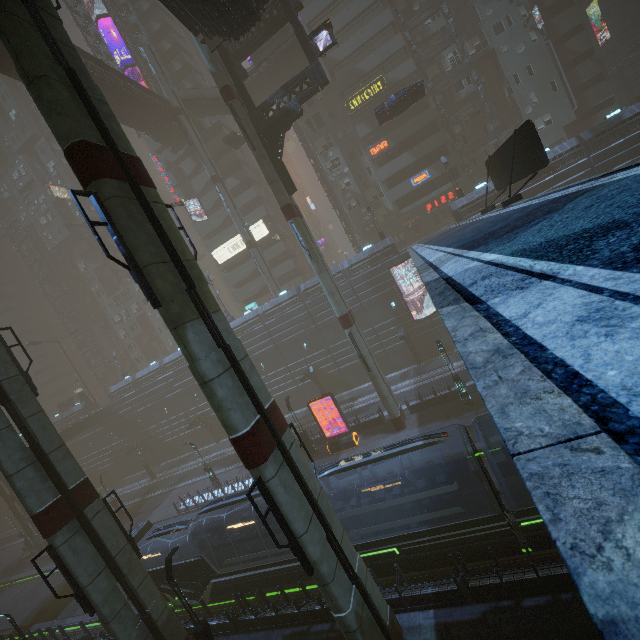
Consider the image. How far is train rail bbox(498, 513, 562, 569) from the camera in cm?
1284

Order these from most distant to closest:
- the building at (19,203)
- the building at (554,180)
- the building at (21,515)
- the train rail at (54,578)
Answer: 1. the building at (19,203)
2. the building at (21,515)
3. the train rail at (54,578)
4. the building at (554,180)

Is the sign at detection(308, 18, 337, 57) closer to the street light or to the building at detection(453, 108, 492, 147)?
the building at detection(453, 108, 492, 147)

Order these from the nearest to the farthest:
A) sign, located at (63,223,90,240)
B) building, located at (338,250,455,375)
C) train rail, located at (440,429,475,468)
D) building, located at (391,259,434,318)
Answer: train rail, located at (440,429,475,468) < building, located at (391,259,434,318) < building, located at (338,250,455,375) < sign, located at (63,223,90,240)

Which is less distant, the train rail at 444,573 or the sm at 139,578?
the sm at 139,578

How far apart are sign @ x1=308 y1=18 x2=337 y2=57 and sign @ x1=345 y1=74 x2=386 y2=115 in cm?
2003

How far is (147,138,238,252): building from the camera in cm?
4962

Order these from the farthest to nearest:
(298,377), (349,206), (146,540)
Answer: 1. (349,206)
2. (298,377)
3. (146,540)
